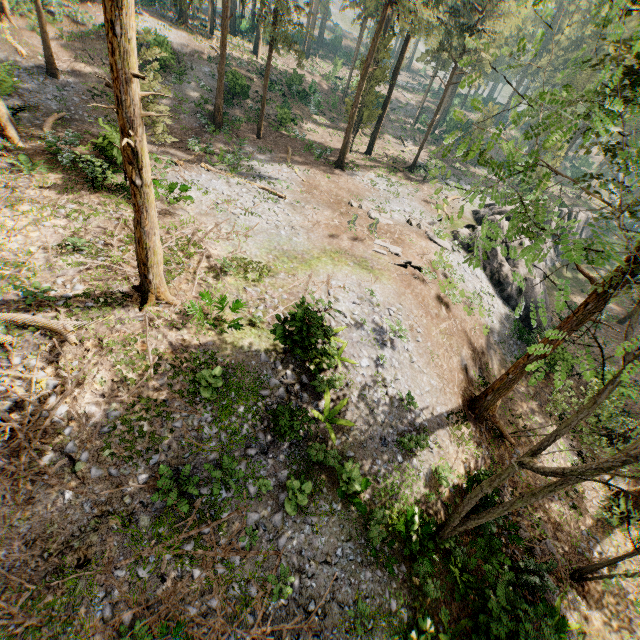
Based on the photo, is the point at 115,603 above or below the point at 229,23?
below

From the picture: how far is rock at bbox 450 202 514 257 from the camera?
26.2m

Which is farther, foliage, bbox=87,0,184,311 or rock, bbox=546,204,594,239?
rock, bbox=546,204,594,239

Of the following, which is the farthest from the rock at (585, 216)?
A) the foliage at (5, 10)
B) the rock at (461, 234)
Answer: the foliage at (5, 10)

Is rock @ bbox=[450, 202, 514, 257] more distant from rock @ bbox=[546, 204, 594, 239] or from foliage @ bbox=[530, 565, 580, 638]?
foliage @ bbox=[530, 565, 580, 638]

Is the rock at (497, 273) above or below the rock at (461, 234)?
below

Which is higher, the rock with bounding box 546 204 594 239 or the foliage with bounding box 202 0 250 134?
the foliage with bounding box 202 0 250 134

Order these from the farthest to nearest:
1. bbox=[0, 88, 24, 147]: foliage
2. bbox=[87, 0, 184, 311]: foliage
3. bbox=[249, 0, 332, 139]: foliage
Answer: bbox=[249, 0, 332, 139]: foliage → bbox=[0, 88, 24, 147]: foliage → bbox=[87, 0, 184, 311]: foliage
